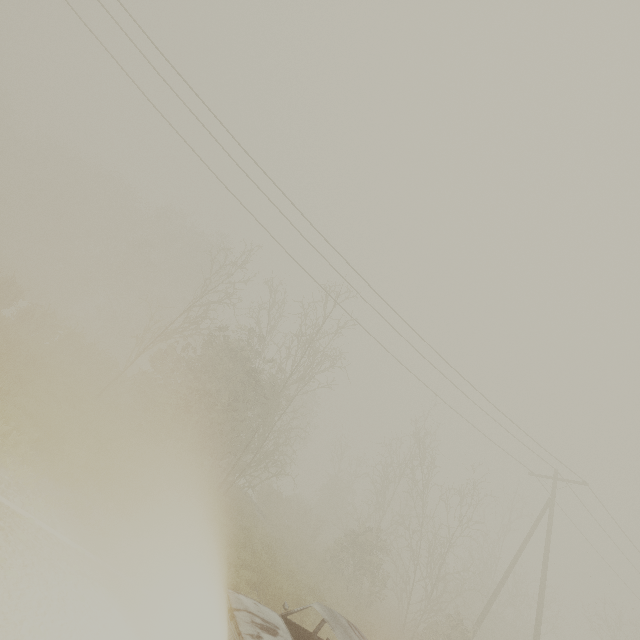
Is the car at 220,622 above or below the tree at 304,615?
above

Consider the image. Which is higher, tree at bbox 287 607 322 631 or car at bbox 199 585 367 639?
car at bbox 199 585 367 639

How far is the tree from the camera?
8.5m

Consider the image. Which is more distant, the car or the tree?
the tree

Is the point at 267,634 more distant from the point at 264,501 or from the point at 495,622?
the point at 495,622

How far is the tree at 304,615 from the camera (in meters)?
8.47
